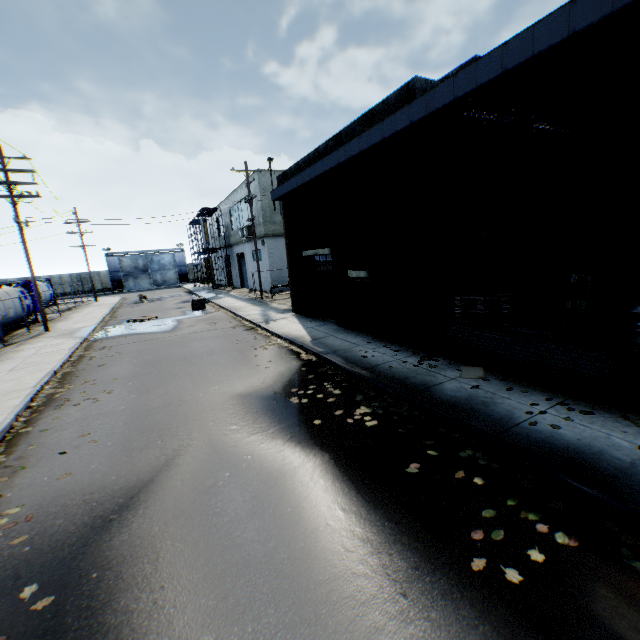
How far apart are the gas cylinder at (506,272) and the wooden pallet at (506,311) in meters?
2.3

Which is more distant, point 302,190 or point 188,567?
point 302,190

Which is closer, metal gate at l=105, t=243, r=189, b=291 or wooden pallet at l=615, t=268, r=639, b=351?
wooden pallet at l=615, t=268, r=639, b=351

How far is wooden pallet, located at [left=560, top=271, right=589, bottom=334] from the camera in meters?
6.3 m

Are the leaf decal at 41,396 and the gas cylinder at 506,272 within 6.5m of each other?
no

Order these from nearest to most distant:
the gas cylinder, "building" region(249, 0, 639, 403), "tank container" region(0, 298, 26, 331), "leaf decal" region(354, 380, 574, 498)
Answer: "leaf decal" region(354, 380, 574, 498), "building" region(249, 0, 639, 403), the gas cylinder, "tank container" region(0, 298, 26, 331)

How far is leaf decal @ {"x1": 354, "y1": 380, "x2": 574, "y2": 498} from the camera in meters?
4.3

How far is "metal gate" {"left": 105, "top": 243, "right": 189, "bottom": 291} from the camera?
51.2m
